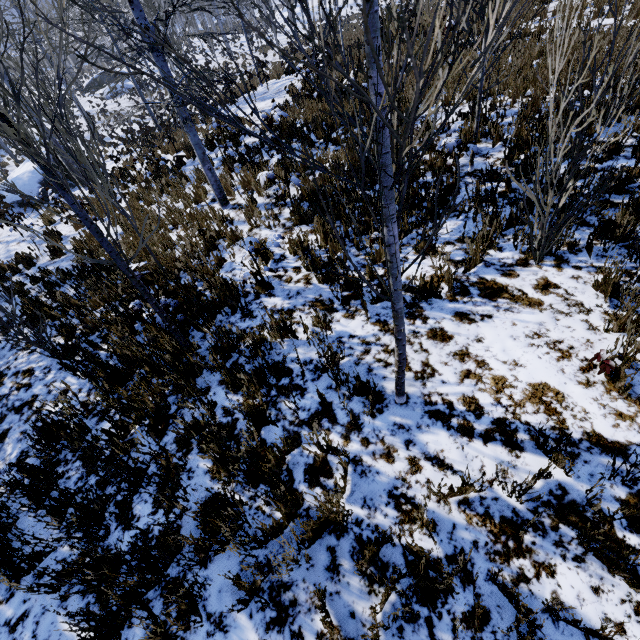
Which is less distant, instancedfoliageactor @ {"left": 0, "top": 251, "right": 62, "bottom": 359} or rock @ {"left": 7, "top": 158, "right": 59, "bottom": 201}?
instancedfoliageactor @ {"left": 0, "top": 251, "right": 62, "bottom": 359}

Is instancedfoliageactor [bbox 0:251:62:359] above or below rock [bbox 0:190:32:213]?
above

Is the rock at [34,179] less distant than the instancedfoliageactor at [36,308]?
No

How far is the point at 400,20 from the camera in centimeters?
165cm

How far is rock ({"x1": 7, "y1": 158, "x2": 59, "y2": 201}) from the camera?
14.3 meters

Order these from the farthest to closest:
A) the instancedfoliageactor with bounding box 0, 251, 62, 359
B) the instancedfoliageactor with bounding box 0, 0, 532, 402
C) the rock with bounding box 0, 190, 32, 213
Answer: the rock with bounding box 0, 190, 32, 213 → the instancedfoliageactor with bounding box 0, 251, 62, 359 → the instancedfoliageactor with bounding box 0, 0, 532, 402

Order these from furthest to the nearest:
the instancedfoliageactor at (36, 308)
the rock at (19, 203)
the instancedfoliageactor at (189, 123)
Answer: the rock at (19, 203) < the instancedfoliageactor at (36, 308) < the instancedfoliageactor at (189, 123)
